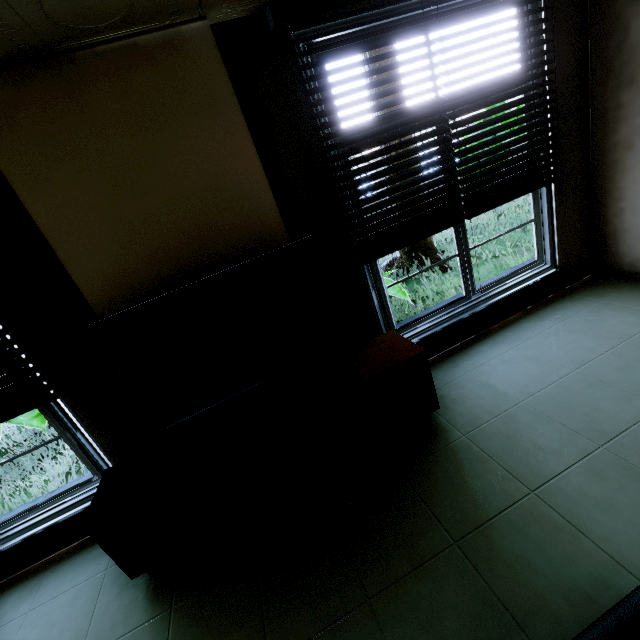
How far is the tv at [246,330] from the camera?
1.8m

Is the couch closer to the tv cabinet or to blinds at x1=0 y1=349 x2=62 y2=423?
the tv cabinet

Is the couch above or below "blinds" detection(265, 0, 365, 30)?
below

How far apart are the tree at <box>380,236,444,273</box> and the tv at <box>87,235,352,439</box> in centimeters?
454cm

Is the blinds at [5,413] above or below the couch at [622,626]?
above

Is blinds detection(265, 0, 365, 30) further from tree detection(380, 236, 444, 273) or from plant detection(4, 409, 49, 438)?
plant detection(4, 409, 49, 438)

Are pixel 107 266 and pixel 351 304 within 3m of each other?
yes

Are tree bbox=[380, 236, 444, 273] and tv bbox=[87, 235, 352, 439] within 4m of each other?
no
